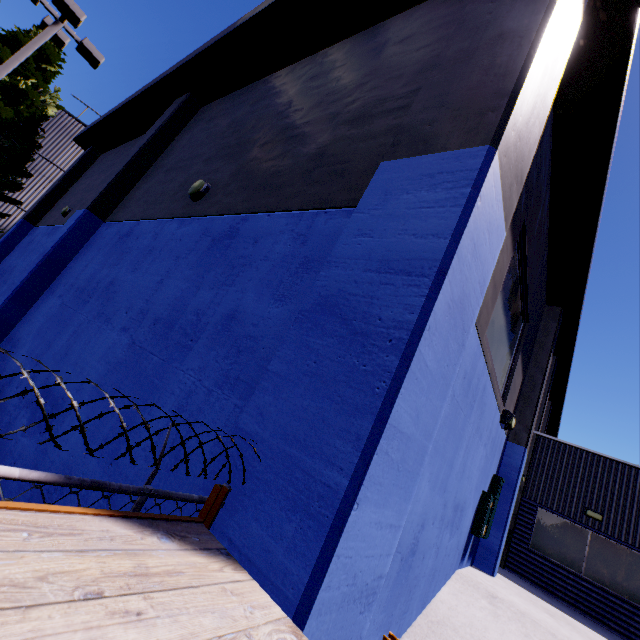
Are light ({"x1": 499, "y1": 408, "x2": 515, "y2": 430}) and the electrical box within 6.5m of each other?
yes

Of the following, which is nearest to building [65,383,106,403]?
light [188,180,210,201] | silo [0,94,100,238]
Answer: light [188,180,210,201]

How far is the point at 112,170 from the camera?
9.69m

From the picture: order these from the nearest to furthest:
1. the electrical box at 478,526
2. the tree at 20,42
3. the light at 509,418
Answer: the light at 509,418
the electrical box at 478,526
the tree at 20,42

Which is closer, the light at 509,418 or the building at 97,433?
the building at 97,433

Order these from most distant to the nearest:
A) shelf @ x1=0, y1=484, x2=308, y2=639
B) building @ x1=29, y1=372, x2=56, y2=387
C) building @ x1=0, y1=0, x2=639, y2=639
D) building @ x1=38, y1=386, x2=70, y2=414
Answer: building @ x1=29, y1=372, x2=56, y2=387, building @ x1=38, y1=386, x2=70, y2=414, building @ x1=0, y1=0, x2=639, y2=639, shelf @ x1=0, y1=484, x2=308, y2=639
